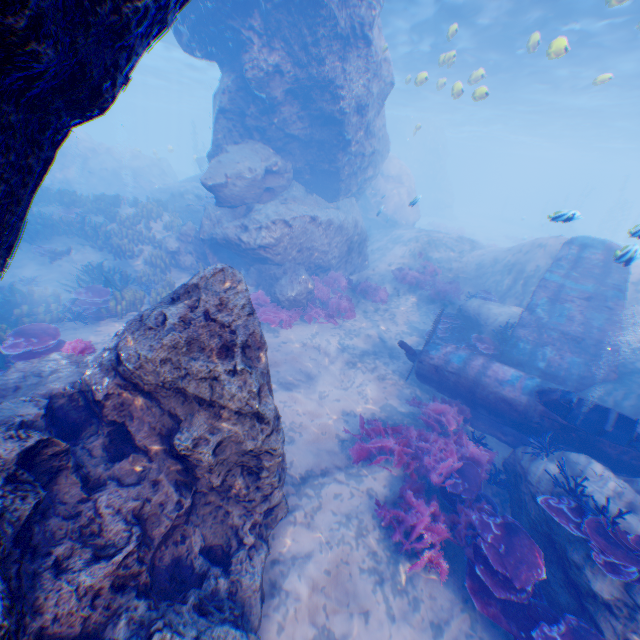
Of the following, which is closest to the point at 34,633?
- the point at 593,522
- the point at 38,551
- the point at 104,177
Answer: the point at 38,551

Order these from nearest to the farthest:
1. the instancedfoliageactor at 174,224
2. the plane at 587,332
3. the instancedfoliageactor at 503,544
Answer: the instancedfoliageactor at 503,544 → the plane at 587,332 → the instancedfoliageactor at 174,224

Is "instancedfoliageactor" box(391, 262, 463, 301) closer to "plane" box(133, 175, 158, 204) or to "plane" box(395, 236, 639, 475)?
"plane" box(395, 236, 639, 475)

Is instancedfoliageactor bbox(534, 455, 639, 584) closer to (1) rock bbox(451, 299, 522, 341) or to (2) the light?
(1) rock bbox(451, 299, 522, 341)

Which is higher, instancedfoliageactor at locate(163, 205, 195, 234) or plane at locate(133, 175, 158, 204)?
plane at locate(133, 175, 158, 204)

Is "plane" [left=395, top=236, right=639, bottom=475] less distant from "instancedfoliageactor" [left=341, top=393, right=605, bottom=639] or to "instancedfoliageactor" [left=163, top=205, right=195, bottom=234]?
"instancedfoliageactor" [left=341, top=393, right=605, bottom=639]

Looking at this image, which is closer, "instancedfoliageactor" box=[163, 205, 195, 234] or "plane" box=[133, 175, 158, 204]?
"instancedfoliageactor" box=[163, 205, 195, 234]

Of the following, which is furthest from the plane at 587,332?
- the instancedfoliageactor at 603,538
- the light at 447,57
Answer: the instancedfoliageactor at 603,538
